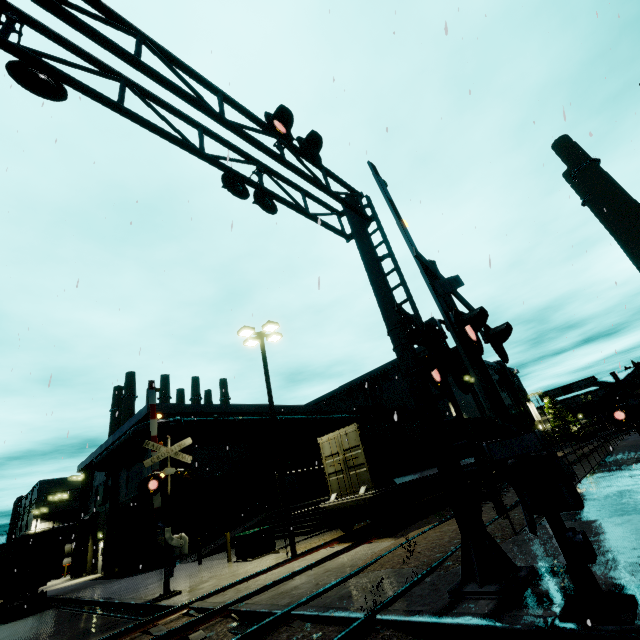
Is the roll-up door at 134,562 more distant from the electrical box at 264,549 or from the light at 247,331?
the light at 247,331

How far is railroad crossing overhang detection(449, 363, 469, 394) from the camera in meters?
6.4

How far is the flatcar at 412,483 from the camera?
12.47m

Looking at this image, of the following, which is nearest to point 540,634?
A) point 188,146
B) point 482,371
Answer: point 482,371

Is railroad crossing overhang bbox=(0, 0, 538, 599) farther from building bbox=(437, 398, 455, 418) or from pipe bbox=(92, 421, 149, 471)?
pipe bbox=(92, 421, 149, 471)

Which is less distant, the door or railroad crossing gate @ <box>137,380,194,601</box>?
railroad crossing gate @ <box>137,380,194,601</box>

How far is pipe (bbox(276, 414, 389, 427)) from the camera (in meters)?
31.91

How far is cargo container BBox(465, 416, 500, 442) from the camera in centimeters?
2136cm
